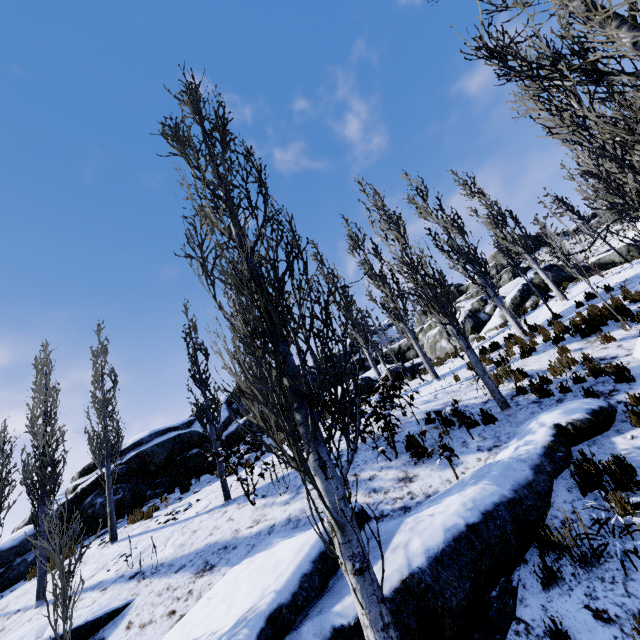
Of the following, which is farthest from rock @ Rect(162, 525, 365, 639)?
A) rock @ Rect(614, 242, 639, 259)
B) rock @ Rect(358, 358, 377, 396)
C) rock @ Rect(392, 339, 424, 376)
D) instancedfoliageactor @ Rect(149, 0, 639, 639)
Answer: rock @ Rect(614, 242, 639, 259)

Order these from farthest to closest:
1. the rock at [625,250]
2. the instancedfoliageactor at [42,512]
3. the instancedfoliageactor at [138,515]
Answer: the rock at [625,250] < the instancedfoliageactor at [138,515] < the instancedfoliageactor at [42,512]

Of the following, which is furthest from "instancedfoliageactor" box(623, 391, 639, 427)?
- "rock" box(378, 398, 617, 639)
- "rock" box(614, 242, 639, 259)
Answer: "rock" box(614, 242, 639, 259)

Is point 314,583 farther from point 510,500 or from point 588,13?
point 588,13

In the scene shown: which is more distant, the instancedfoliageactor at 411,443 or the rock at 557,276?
the rock at 557,276

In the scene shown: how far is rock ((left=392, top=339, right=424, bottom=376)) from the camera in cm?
2483

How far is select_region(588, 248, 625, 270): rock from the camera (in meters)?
22.25

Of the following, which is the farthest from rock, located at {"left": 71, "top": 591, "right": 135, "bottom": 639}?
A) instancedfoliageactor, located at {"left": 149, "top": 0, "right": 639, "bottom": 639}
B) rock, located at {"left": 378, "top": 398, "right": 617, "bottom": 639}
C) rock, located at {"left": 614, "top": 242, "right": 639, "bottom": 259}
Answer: rock, located at {"left": 378, "top": 398, "right": 617, "bottom": 639}
